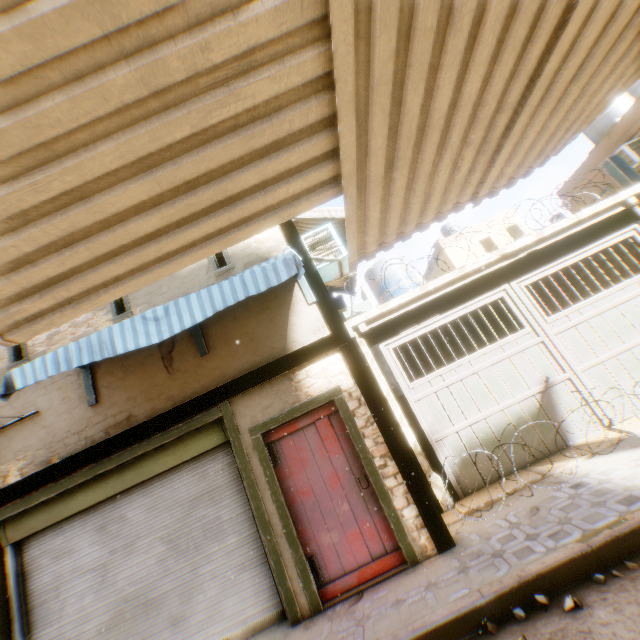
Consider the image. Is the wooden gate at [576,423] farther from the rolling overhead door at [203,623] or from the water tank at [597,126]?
the rolling overhead door at [203,623]

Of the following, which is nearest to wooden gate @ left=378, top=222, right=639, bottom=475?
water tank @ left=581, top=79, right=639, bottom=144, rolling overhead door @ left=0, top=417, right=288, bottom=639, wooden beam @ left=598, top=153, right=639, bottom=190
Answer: wooden beam @ left=598, top=153, right=639, bottom=190

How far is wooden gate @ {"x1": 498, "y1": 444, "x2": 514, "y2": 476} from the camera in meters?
5.6

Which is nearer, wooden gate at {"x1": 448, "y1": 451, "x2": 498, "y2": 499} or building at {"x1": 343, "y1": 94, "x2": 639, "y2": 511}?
wooden gate at {"x1": 448, "y1": 451, "x2": 498, "y2": 499}

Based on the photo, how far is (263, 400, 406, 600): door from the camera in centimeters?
435cm

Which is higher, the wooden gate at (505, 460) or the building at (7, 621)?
the building at (7, 621)

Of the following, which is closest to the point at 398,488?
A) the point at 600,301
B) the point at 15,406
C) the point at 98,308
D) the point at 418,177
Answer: the point at 418,177

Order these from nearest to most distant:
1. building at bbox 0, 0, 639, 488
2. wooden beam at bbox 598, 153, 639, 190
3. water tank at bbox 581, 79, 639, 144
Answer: building at bbox 0, 0, 639, 488
wooden beam at bbox 598, 153, 639, 190
water tank at bbox 581, 79, 639, 144
